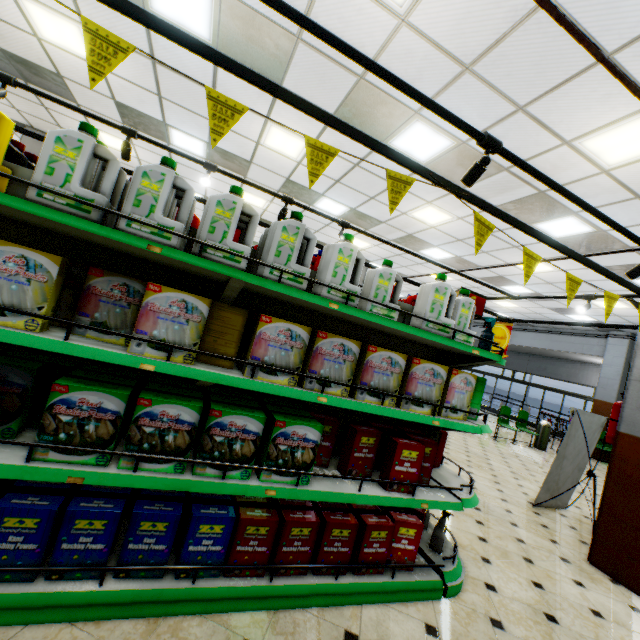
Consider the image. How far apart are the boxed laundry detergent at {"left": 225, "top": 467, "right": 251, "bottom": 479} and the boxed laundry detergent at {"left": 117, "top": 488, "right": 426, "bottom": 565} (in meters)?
0.25

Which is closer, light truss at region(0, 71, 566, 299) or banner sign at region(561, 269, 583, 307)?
banner sign at region(561, 269, 583, 307)

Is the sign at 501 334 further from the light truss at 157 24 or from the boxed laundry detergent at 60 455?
the boxed laundry detergent at 60 455

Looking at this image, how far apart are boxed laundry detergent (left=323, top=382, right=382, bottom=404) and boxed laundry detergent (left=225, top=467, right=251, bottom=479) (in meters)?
0.23

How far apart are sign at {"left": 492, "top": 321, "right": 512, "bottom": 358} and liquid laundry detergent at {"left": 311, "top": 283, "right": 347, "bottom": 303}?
4.7 meters

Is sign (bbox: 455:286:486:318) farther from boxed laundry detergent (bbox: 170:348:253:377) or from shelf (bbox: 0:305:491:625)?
boxed laundry detergent (bbox: 170:348:253:377)

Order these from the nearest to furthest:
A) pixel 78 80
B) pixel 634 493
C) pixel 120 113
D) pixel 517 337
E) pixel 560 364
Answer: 1. pixel 634 493
2. pixel 78 80
3. pixel 120 113
4. pixel 517 337
5. pixel 560 364

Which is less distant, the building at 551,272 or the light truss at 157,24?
the light truss at 157,24
